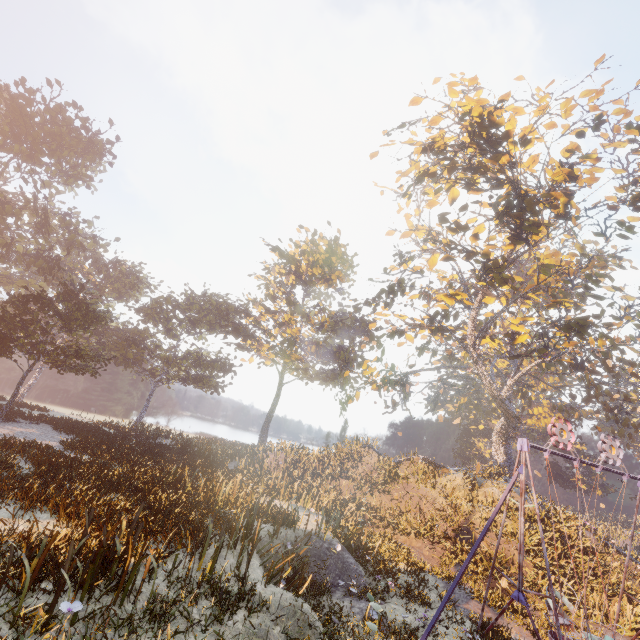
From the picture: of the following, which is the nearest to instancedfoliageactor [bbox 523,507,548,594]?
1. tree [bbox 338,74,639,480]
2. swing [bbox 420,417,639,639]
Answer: swing [bbox 420,417,639,639]

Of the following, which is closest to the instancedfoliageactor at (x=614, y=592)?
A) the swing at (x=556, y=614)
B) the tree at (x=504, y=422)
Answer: the swing at (x=556, y=614)

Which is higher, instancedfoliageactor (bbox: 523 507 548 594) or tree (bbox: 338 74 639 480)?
tree (bbox: 338 74 639 480)

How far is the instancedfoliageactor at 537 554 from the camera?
15.05m

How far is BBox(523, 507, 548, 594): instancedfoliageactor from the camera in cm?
1505

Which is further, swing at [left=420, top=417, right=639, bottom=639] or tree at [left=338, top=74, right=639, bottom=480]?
tree at [left=338, top=74, right=639, bottom=480]

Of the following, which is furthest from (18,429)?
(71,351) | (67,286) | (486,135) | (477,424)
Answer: (477,424)

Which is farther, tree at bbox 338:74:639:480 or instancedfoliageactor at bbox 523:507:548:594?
tree at bbox 338:74:639:480
